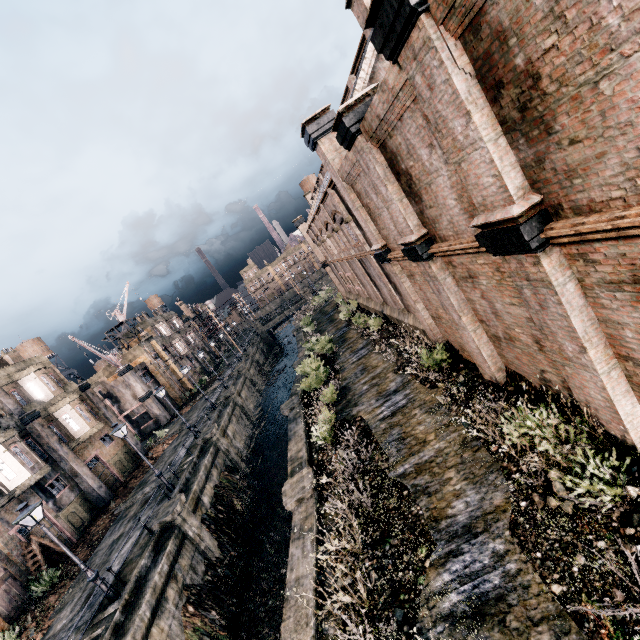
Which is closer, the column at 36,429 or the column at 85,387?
the column at 36,429

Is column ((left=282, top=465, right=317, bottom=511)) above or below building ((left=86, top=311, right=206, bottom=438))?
below

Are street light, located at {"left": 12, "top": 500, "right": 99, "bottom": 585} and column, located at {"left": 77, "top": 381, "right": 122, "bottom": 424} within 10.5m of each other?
no

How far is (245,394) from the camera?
39.6 meters

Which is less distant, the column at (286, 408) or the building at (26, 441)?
the building at (26, 441)

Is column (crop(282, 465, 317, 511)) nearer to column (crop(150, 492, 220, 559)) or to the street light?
column (crop(150, 492, 220, 559))

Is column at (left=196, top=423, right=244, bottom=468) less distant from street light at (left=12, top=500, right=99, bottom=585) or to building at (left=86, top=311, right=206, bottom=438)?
street light at (left=12, top=500, right=99, bottom=585)

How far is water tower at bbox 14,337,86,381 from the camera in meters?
54.0
